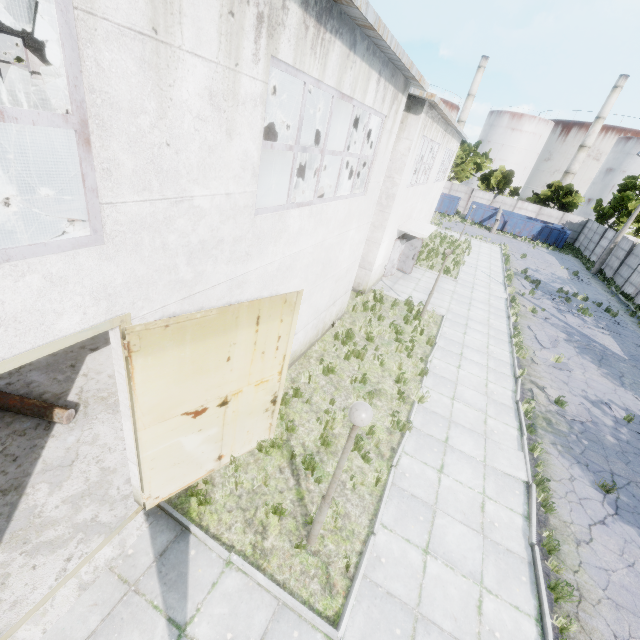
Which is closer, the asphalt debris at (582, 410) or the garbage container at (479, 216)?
the asphalt debris at (582, 410)

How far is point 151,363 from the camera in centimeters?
413cm

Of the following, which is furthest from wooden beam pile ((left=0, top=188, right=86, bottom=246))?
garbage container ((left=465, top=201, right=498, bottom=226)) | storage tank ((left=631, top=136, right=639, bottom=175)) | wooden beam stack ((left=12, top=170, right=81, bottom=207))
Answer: storage tank ((left=631, top=136, right=639, bottom=175))

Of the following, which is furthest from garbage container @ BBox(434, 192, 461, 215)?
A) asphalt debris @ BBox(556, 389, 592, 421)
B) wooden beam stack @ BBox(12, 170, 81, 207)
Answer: wooden beam stack @ BBox(12, 170, 81, 207)

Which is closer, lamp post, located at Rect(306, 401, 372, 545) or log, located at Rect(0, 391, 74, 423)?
lamp post, located at Rect(306, 401, 372, 545)

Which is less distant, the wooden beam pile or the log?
the log

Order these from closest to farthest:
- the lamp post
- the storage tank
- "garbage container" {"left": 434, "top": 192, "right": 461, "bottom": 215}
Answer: the lamp post < "garbage container" {"left": 434, "top": 192, "right": 461, "bottom": 215} < the storage tank

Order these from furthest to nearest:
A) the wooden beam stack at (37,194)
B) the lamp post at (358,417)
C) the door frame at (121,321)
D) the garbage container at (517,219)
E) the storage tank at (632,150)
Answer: the storage tank at (632,150) → the garbage container at (517,219) → the wooden beam stack at (37,194) → the lamp post at (358,417) → the door frame at (121,321)
